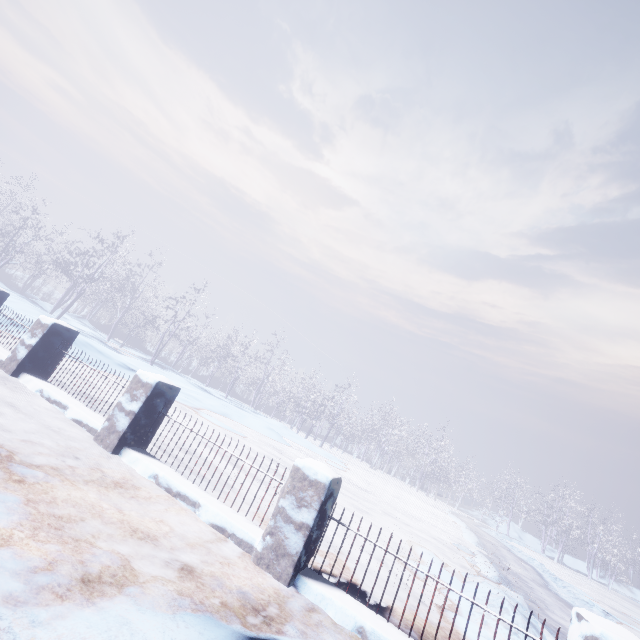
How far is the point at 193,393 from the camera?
14.0m
